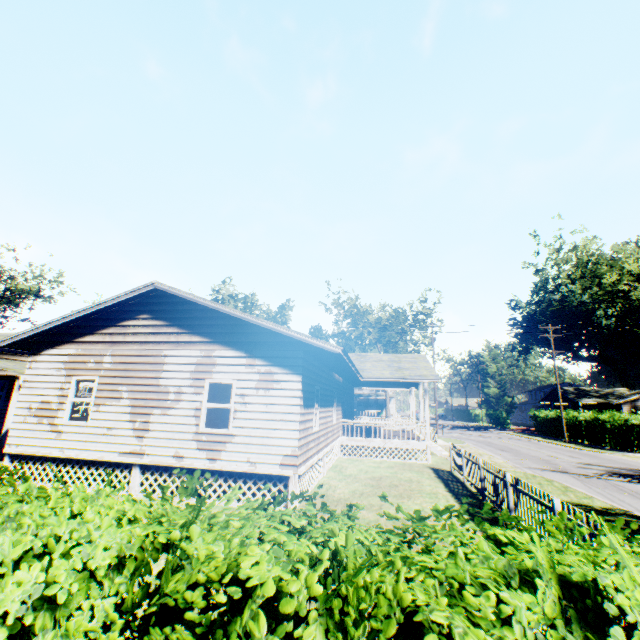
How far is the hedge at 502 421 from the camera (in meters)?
54.19

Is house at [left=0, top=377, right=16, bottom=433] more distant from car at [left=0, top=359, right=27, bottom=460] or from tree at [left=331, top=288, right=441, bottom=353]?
tree at [left=331, top=288, right=441, bottom=353]

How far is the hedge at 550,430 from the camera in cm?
3628

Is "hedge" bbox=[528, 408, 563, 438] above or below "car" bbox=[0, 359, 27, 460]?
below

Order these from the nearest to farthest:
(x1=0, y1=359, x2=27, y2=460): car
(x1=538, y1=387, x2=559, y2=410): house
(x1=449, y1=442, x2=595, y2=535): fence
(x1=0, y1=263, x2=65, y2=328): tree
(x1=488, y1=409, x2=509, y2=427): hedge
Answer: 1. (x1=449, y1=442, x2=595, y2=535): fence
2. (x1=0, y1=359, x2=27, y2=460): car
3. (x1=0, y1=263, x2=65, y2=328): tree
4. (x1=538, y1=387, x2=559, y2=410): house
5. (x1=488, y1=409, x2=509, y2=427): hedge

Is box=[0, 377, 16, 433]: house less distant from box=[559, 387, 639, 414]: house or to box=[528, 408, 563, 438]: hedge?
box=[528, 408, 563, 438]: hedge

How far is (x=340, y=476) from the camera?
13.5 meters

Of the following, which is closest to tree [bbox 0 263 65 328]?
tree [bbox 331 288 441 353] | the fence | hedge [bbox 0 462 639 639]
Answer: tree [bbox 331 288 441 353]
